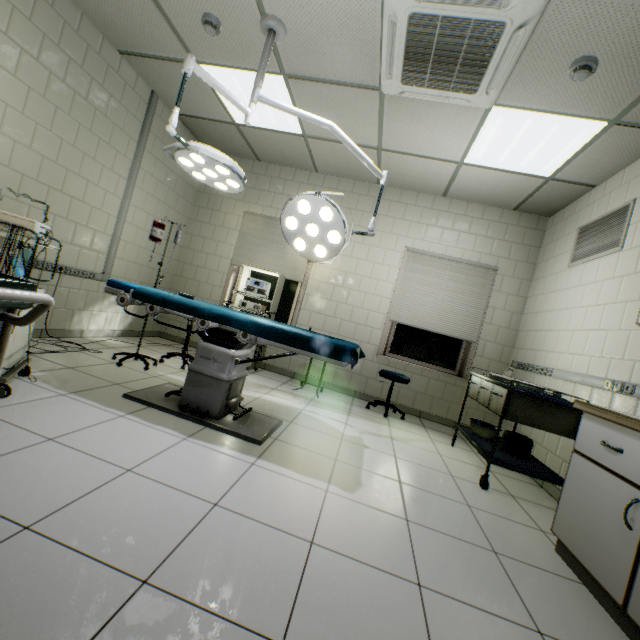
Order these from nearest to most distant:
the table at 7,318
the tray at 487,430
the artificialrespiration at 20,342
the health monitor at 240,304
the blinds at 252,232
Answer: the table at 7,318, the artificialrespiration at 20,342, the tray at 487,430, the health monitor at 240,304, the blinds at 252,232

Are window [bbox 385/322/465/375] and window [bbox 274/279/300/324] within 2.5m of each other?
yes

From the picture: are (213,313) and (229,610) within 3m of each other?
yes

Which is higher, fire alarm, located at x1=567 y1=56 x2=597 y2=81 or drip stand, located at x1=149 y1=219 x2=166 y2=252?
fire alarm, located at x1=567 y1=56 x2=597 y2=81

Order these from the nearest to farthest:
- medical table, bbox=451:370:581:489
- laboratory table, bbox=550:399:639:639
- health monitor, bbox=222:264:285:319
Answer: laboratory table, bbox=550:399:639:639
medical table, bbox=451:370:581:489
health monitor, bbox=222:264:285:319

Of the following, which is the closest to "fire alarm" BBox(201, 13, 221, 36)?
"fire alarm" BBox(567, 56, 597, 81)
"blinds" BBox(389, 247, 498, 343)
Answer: "fire alarm" BBox(567, 56, 597, 81)

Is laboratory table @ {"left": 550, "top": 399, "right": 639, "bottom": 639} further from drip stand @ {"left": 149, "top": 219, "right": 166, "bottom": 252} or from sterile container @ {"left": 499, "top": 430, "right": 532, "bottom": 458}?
drip stand @ {"left": 149, "top": 219, "right": 166, "bottom": 252}

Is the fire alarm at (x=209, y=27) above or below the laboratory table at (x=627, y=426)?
above
